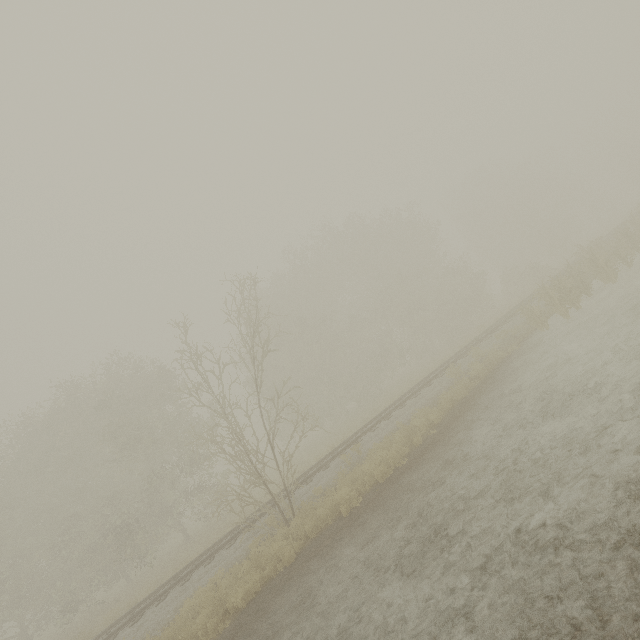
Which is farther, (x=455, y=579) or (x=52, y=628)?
(x=52, y=628)
